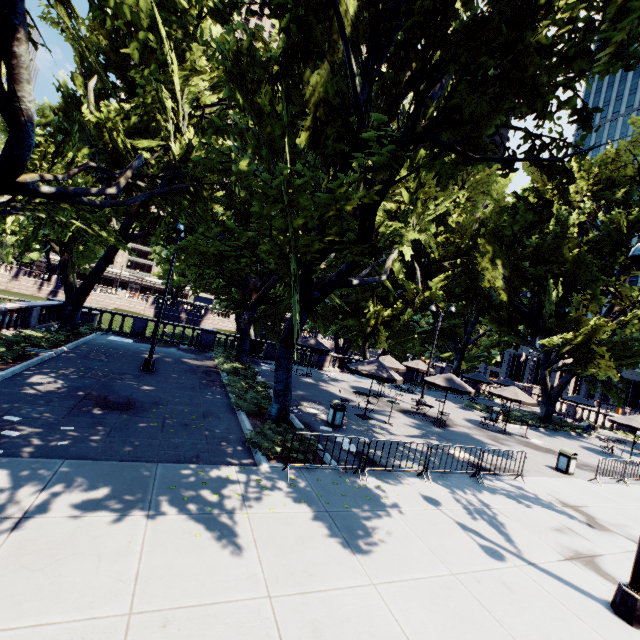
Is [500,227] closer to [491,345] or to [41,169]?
[491,345]

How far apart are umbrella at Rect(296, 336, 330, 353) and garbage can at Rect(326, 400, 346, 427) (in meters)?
9.62

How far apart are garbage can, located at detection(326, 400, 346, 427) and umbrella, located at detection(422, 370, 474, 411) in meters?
6.6

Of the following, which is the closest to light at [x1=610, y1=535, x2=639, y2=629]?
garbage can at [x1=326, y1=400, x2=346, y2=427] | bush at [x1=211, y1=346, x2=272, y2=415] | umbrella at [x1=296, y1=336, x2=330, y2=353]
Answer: garbage can at [x1=326, y1=400, x2=346, y2=427]

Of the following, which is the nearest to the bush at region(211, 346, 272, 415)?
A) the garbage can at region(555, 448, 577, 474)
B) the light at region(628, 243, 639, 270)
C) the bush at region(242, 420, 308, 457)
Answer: the bush at region(242, 420, 308, 457)

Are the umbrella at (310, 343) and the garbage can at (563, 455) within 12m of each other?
no

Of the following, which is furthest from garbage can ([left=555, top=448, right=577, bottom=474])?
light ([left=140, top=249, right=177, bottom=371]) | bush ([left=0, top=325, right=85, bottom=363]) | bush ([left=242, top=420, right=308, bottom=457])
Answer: bush ([left=0, top=325, right=85, bottom=363])

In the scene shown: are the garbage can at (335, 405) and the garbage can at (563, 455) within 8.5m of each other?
no
